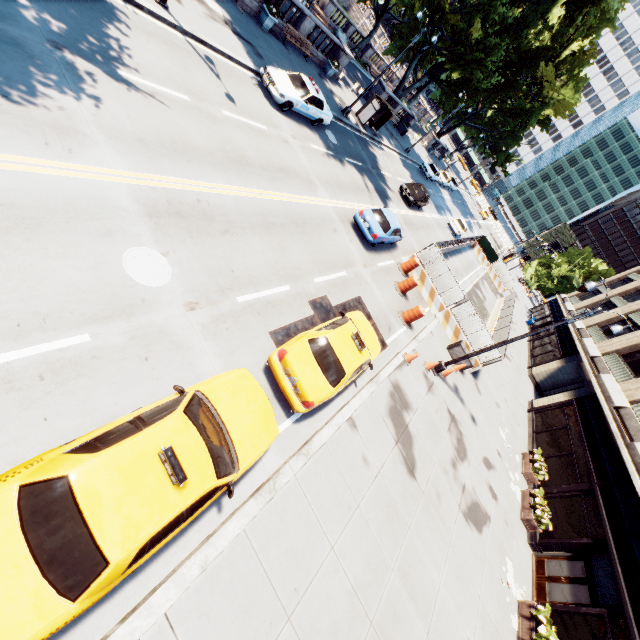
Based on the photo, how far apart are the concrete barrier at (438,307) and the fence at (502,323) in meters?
0.0 m

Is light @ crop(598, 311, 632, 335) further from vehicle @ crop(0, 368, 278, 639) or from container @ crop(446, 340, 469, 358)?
vehicle @ crop(0, 368, 278, 639)

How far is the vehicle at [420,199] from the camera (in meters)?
26.64

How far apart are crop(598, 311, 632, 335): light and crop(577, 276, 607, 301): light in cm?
143

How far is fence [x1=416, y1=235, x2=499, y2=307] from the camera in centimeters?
1928cm

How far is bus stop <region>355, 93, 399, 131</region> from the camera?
25.9m

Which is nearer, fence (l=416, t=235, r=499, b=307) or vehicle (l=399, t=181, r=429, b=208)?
fence (l=416, t=235, r=499, b=307)

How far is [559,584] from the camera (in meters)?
13.48
